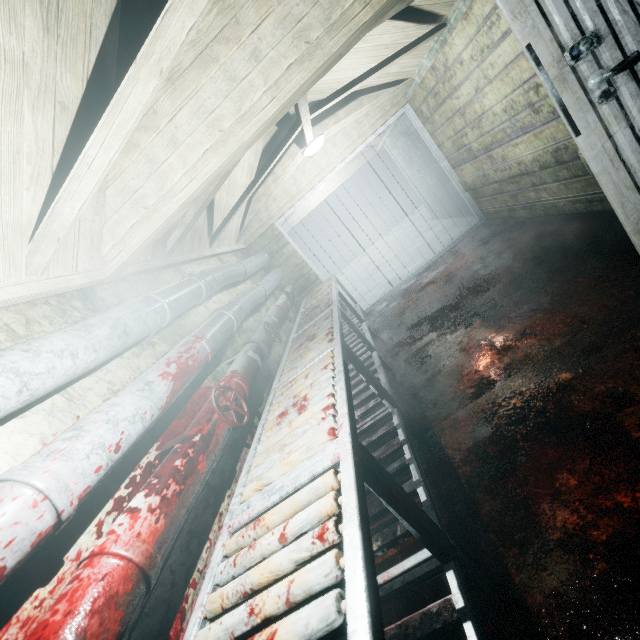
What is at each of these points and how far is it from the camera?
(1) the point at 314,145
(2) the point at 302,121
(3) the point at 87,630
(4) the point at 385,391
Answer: (1) light, 3.7 meters
(2) beam, 3.0 meters
(3) pipe, 0.7 meters
(4) table, 2.1 meters

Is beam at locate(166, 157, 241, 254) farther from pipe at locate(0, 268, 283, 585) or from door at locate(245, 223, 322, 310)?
door at locate(245, 223, 322, 310)

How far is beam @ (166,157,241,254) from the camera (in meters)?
2.38

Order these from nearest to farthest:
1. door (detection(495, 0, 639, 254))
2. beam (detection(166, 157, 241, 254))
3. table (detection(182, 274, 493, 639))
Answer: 1. table (detection(182, 274, 493, 639))
2. door (detection(495, 0, 639, 254))
3. beam (detection(166, 157, 241, 254))

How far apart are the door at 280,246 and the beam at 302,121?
1.24m

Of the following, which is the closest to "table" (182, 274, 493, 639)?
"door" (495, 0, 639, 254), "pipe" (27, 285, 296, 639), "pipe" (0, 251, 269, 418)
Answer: "pipe" (27, 285, 296, 639)

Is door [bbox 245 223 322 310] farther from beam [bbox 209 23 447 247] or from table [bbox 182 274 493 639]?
beam [bbox 209 23 447 247]

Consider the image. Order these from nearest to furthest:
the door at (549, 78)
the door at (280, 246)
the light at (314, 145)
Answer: the door at (549, 78), the light at (314, 145), the door at (280, 246)
